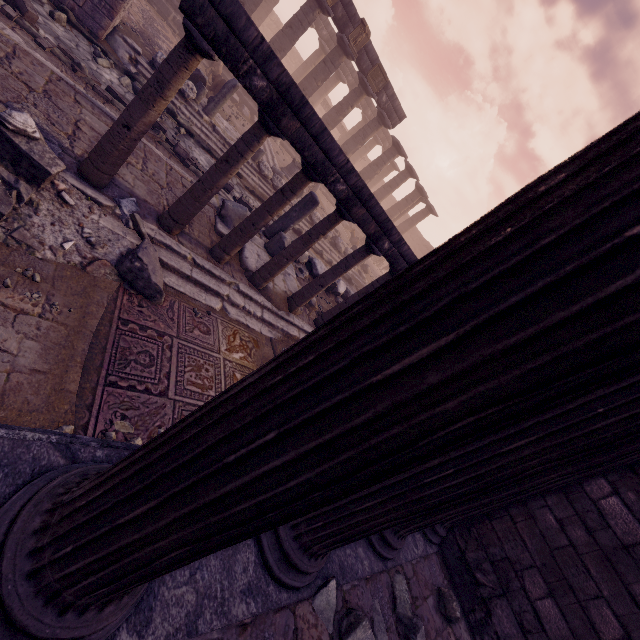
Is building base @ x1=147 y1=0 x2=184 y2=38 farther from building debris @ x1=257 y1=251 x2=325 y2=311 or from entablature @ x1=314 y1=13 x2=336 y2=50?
building debris @ x1=257 y1=251 x2=325 y2=311

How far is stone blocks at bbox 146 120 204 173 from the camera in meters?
7.8 m

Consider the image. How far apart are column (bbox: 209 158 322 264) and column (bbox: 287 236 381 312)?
1.71m

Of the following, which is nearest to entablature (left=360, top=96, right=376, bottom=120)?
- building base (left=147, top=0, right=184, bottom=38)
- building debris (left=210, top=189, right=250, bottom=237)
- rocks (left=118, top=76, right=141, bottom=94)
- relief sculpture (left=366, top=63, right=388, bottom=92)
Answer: relief sculpture (left=366, top=63, right=388, bottom=92)

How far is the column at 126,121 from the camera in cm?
383

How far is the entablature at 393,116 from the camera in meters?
19.0

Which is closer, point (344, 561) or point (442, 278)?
point (442, 278)

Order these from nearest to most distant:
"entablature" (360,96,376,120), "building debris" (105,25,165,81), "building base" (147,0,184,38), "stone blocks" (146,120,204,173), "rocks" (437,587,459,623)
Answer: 1. "rocks" (437,587,459,623)
2. "stone blocks" (146,120,204,173)
3. "building debris" (105,25,165,81)
4. "building base" (147,0,184,38)
5. "entablature" (360,96,376,120)
